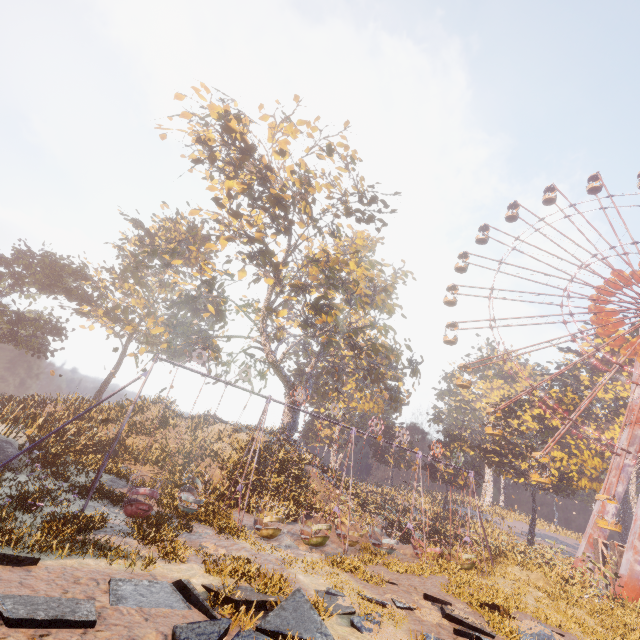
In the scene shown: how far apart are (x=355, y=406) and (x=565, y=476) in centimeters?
3087cm

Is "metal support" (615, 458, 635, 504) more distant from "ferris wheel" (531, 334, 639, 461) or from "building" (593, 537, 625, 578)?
"building" (593, 537, 625, 578)

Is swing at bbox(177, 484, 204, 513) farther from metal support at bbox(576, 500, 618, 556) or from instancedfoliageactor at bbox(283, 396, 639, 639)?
metal support at bbox(576, 500, 618, 556)

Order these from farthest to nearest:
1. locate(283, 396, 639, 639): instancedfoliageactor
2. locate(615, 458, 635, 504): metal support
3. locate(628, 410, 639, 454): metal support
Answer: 1. locate(628, 410, 639, 454): metal support
2. locate(615, 458, 635, 504): metal support
3. locate(283, 396, 639, 639): instancedfoliageactor

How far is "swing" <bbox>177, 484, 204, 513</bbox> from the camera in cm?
1467

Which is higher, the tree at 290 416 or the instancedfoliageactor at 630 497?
the instancedfoliageactor at 630 497

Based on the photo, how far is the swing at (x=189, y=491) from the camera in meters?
14.7 m
